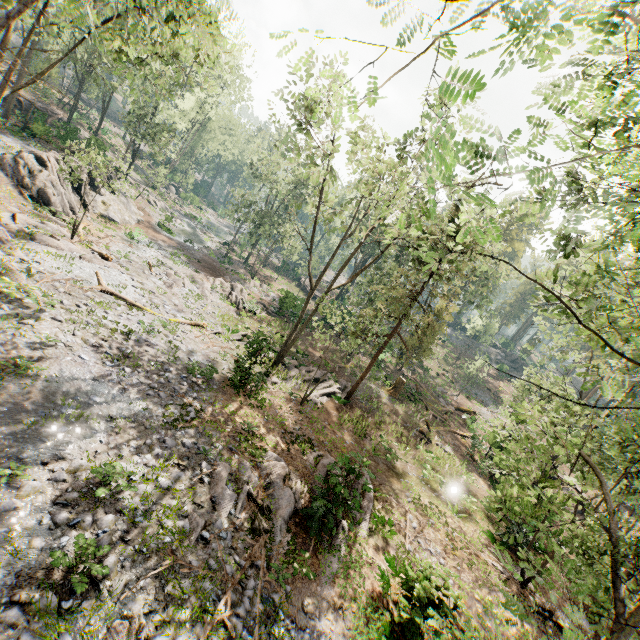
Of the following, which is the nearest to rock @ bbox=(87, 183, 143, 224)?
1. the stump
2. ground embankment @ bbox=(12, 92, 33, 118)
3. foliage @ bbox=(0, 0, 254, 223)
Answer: foliage @ bbox=(0, 0, 254, 223)

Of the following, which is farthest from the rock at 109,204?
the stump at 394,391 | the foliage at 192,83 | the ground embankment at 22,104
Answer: the stump at 394,391

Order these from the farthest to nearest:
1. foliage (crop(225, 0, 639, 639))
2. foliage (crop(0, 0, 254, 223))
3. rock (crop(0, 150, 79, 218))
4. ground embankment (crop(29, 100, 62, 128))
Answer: ground embankment (crop(29, 100, 62, 128))
rock (crop(0, 150, 79, 218))
foliage (crop(0, 0, 254, 223))
foliage (crop(225, 0, 639, 639))

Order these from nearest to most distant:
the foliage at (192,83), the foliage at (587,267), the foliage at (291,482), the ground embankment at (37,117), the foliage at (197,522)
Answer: the foliage at (587,267) → the foliage at (197,522) → the foliage at (291,482) → the foliage at (192,83) → the ground embankment at (37,117)

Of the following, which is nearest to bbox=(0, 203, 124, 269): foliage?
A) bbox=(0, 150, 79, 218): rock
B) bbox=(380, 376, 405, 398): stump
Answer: bbox=(0, 150, 79, 218): rock

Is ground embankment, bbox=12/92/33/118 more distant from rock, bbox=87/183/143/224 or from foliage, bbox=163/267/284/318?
rock, bbox=87/183/143/224

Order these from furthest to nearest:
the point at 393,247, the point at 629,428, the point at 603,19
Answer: the point at 393,247 → the point at 629,428 → the point at 603,19
